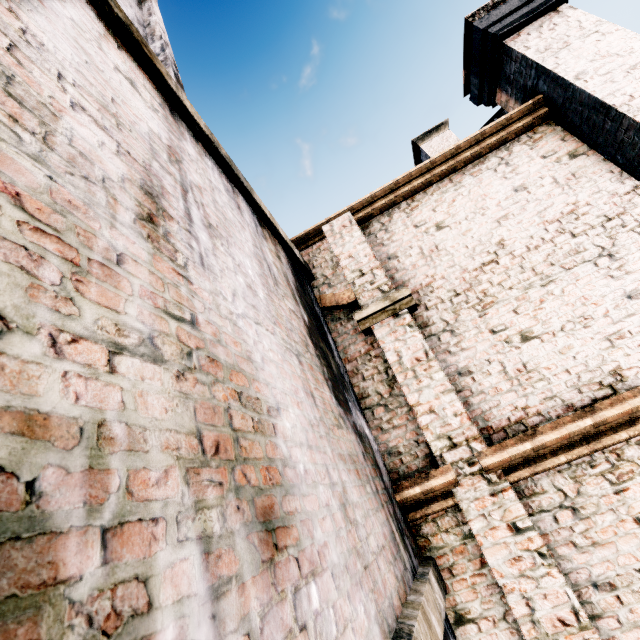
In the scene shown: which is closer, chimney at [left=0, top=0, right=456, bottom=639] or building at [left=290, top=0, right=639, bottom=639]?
chimney at [left=0, top=0, right=456, bottom=639]

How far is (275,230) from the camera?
4.47m

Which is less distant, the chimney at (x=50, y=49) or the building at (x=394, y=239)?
the chimney at (x=50, y=49)
